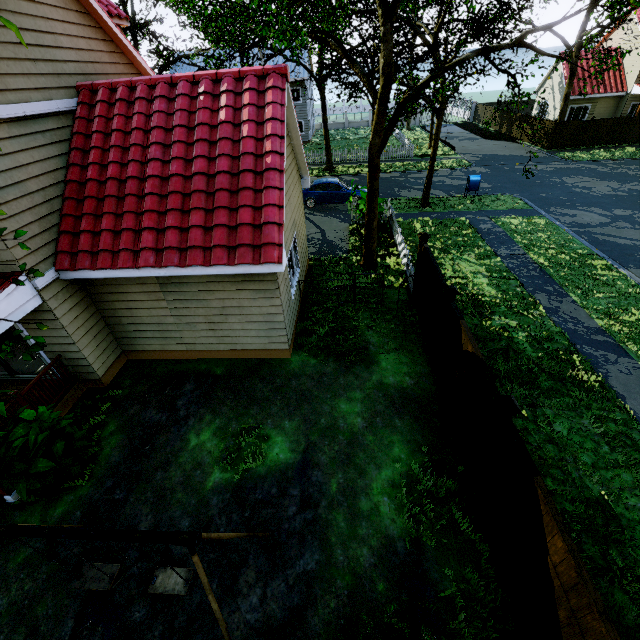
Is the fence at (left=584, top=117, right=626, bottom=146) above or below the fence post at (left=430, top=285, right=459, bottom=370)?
below

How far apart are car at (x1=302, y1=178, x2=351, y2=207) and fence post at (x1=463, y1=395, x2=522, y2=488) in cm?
1707

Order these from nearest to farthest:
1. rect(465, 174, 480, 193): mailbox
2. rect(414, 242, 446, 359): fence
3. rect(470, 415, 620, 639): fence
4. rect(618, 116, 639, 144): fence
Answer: rect(470, 415, 620, 639): fence < rect(414, 242, 446, 359): fence < rect(465, 174, 480, 193): mailbox < rect(618, 116, 639, 144): fence

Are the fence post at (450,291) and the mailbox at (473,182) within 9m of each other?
no

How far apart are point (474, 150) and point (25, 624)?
38.2 meters

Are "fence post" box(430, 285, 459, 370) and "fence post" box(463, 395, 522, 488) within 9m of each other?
yes

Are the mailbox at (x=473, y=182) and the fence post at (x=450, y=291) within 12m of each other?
no

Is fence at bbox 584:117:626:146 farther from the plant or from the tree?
the plant
